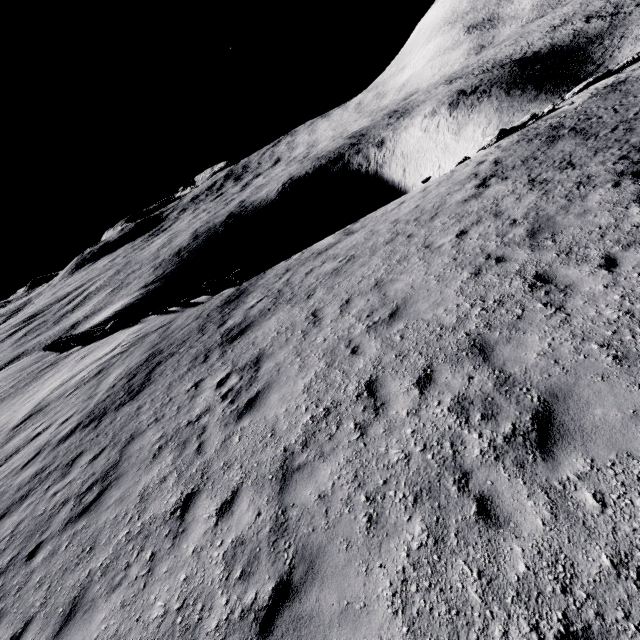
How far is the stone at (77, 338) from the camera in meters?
22.6

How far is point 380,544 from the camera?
4.00m

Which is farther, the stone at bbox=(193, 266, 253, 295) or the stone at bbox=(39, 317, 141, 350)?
the stone at bbox=(39, 317, 141, 350)

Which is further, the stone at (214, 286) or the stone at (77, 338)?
the stone at (77, 338)

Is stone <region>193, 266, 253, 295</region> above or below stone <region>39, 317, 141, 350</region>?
below

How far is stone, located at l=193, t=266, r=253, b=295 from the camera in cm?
1931

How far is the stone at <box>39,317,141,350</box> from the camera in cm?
2257
